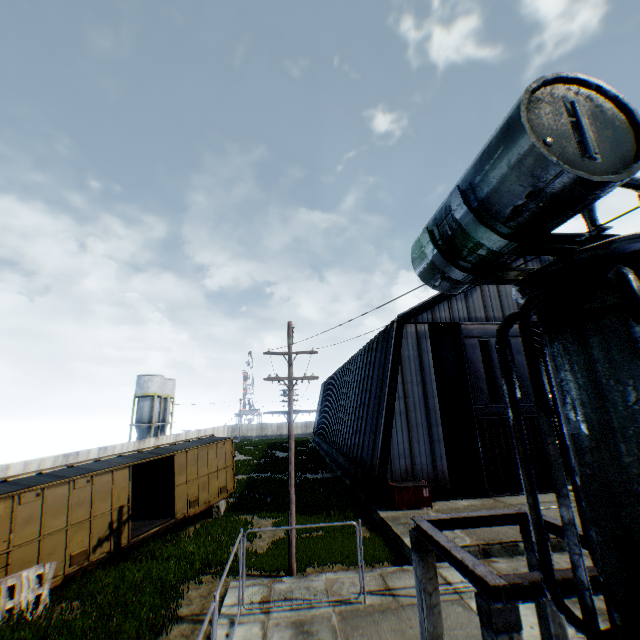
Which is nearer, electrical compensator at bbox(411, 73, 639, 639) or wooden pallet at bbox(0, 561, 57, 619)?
electrical compensator at bbox(411, 73, 639, 639)

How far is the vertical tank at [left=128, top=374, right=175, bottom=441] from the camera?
49.7 meters

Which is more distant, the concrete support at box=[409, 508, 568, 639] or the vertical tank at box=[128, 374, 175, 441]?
the vertical tank at box=[128, 374, 175, 441]

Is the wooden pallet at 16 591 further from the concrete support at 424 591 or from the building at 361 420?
the building at 361 420

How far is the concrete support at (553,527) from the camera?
3.65m

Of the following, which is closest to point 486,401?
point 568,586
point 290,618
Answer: point 290,618

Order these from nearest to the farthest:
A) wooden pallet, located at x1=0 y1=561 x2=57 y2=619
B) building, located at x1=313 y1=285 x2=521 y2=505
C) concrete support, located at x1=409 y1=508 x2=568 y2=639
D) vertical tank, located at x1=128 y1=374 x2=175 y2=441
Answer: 1. concrete support, located at x1=409 y1=508 x2=568 y2=639
2. wooden pallet, located at x1=0 y1=561 x2=57 y2=619
3. building, located at x1=313 y1=285 x2=521 y2=505
4. vertical tank, located at x1=128 y1=374 x2=175 y2=441

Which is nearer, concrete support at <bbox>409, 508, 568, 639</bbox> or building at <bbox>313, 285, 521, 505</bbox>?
concrete support at <bbox>409, 508, 568, 639</bbox>
